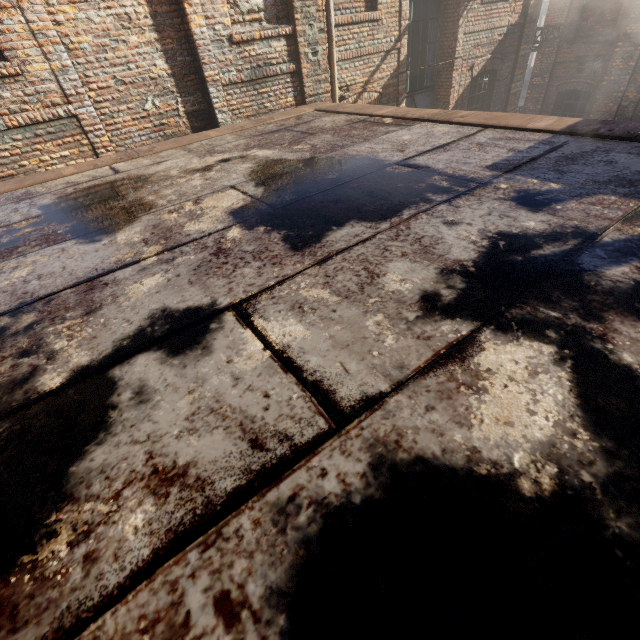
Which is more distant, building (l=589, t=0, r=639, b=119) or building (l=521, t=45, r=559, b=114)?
building (l=521, t=45, r=559, b=114)

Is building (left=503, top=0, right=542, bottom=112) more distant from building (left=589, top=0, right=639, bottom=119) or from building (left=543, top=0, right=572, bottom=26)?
building (left=543, top=0, right=572, bottom=26)

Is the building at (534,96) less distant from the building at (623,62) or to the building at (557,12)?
the building at (557,12)

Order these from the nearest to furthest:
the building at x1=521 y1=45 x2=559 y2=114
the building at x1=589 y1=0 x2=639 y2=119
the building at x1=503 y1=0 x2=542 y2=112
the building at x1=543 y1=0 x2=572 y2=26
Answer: the building at x1=503 y1=0 x2=542 y2=112 < the building at x1=589 y1=0 x2=639 y2=119 < the building at x1=543 y1=0 x2=572 y2=26 < the building at x1=521 y1=45 x2=559 y2=114

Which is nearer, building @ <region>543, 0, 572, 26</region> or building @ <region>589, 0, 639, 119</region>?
building @ <region>589, 0, 639, 119</region>

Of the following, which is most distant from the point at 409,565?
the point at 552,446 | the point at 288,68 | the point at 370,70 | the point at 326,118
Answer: the point at 370,70

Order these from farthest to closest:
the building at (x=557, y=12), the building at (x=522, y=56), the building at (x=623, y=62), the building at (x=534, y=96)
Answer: the building at (x=534, y=96), the building at (x=557, y=12), the building at (x=623, y=62), the building at (x=522, y=56)

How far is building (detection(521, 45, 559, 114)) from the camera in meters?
13.4
